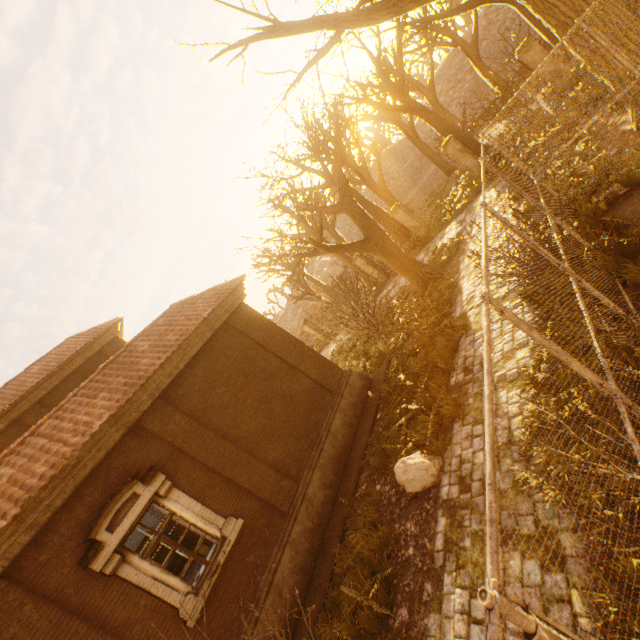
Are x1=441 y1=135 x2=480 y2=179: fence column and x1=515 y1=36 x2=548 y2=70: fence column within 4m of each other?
yes

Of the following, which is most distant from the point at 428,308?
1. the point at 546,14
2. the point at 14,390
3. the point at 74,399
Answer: the point at 14,390

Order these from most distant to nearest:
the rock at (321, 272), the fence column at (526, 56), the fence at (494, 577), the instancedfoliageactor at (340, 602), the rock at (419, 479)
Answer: the rock at (321, 272) → the fence column at (526, 56) → the rock at (419, 479) → the instancedfoliageactor at (340, 602) → the fence at (494, 577)

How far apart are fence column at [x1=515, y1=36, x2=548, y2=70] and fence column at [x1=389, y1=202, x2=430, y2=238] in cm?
724

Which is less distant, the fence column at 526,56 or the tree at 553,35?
the tree at 553,35

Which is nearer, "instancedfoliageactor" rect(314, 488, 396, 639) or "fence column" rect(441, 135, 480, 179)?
"instancedfoliageactor" rect(314, 488, 396, 639)

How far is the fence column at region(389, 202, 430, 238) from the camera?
17.8 meters

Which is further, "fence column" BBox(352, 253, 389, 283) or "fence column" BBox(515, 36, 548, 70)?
"fence column" BBox(352, 253, 389, 283)
